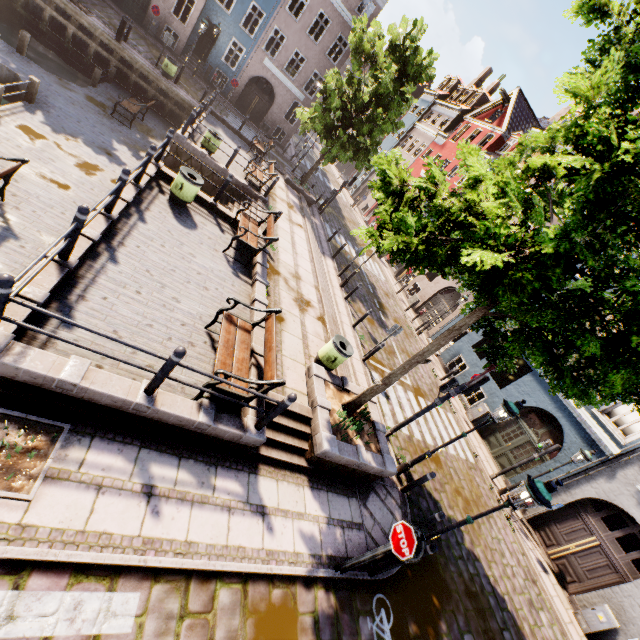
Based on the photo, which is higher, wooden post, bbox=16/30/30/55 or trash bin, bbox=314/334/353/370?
trash bin, bbox=314/334/353/370

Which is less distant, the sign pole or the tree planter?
the tree planter

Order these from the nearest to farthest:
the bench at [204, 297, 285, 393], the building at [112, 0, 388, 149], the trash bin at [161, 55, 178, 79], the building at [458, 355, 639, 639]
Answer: the bench at [204, 297, 285, 393]
the building at [458, 355, 639, 639]
the trash bin at [161, 55, 178, 79]
the building at [112, 0, 388, 149]

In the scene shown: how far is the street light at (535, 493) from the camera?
5.00m

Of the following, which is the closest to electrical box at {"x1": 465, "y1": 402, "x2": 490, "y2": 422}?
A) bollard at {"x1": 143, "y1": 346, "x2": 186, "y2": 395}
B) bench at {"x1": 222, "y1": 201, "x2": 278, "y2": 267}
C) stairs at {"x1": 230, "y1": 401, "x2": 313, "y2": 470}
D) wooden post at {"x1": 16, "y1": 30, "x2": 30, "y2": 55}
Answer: stairs at {"x1": 230, "y1": 401, "x2": 313, "y2": 470}

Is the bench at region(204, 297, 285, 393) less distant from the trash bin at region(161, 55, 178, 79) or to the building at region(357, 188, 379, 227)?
the building at region(357, 188, 379, 227)

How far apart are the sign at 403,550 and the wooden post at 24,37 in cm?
2077

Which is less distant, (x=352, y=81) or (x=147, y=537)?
(x=147, y=537)
